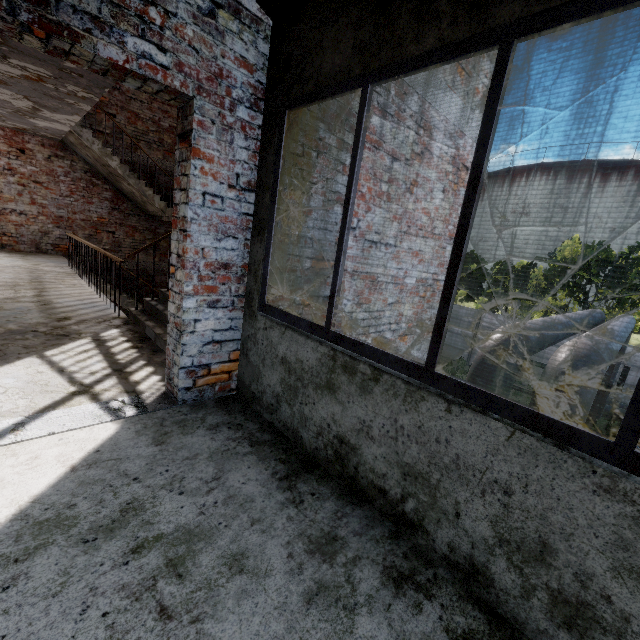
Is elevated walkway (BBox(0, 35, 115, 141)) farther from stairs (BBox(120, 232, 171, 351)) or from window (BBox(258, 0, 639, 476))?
window (BBox(258, 0, 639, 476))

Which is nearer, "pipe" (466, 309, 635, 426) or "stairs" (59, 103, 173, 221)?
"pipe" (466, 309, 635, 426)

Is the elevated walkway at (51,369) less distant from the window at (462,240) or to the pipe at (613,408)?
the pipe at (613,408)

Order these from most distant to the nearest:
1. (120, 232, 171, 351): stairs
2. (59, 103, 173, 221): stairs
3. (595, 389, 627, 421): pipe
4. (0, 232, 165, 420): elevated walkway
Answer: (595, 389, 627, 421): pipe
(59, 103, 173, 221): stairs
(120, 232, 171, 351): stairs
(0, 232, 165, 420): elevated walkway

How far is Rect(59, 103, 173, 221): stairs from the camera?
7.9 meters

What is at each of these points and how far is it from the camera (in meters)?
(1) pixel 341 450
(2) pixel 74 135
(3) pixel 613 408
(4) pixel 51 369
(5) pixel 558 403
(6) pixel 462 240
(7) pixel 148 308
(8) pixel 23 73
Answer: (1) building, 1.99
(2) stairs, 8.05
(3) pipe, 13.83
(4) elevated walkway, 2.81
(5) pipe, 3.86
(6) window, 1.42
(7) stairs, 4.58
(8) elevated walkway, 4.69

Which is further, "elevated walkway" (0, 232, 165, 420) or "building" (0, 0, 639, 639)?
"elevated walkway" (0, 232, 165, 420)

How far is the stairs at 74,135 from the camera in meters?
7.9 m
